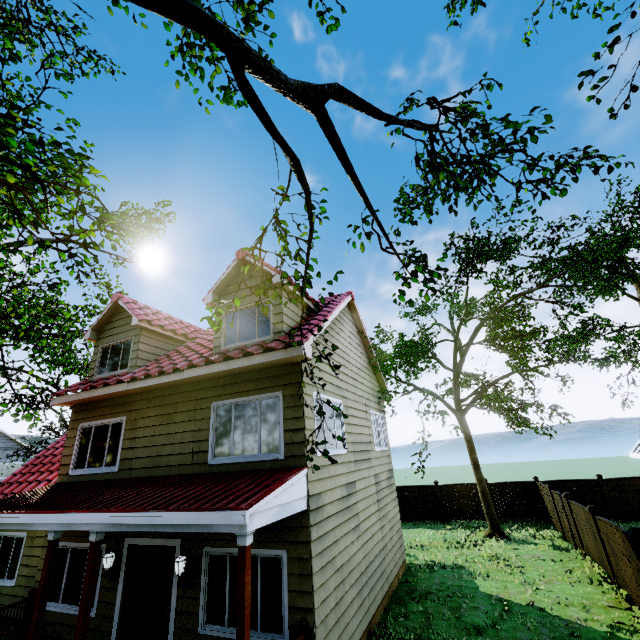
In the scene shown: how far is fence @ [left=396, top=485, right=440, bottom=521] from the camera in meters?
A: 18.7

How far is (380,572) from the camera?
9.0m

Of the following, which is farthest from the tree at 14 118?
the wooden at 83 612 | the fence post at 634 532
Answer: the fence post at 634 532

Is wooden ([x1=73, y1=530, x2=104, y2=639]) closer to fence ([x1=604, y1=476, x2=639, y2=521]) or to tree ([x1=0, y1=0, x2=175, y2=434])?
fence ([x1=604, y1=476, x2=639, y2=521])

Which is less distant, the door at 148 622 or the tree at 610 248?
the tree at 610 248

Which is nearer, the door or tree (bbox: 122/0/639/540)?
tree (bbox: 122/0/639/540)
